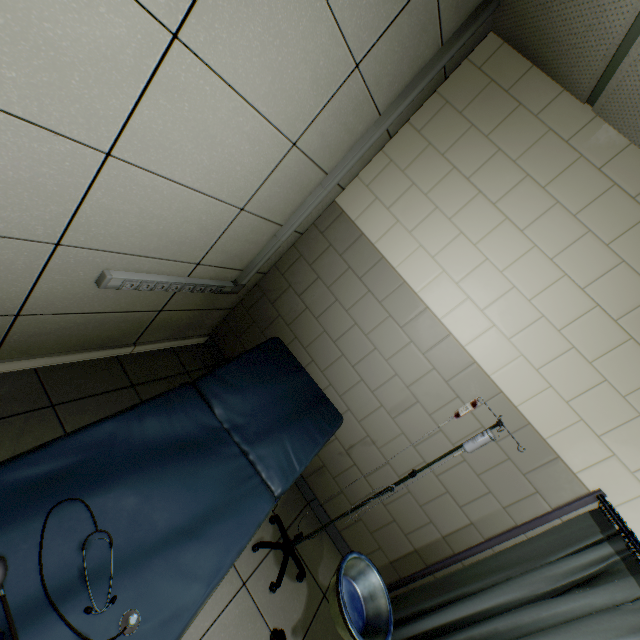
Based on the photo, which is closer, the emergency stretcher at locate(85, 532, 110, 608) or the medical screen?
the emergency stretcher at locate(85, 532, 110, 608)

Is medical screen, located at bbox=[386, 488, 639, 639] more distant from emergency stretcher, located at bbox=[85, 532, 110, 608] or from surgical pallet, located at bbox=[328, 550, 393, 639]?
emergency stretcher, located at bbox=[85, 532, 110, 608]

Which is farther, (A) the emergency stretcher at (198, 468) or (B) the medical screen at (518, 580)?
(B) the medical screen at (518, 580)

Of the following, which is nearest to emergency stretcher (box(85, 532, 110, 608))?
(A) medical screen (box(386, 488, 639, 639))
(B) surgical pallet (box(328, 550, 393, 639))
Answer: (B) surgical pallet (box(328, 550, 393, 639))

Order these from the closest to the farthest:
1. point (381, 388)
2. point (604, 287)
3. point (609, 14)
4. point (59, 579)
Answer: point (59, 579), point (609, 14), point (604, 287), point (381, 388)

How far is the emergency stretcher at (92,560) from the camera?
0.9m

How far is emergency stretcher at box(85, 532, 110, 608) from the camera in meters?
0.9
